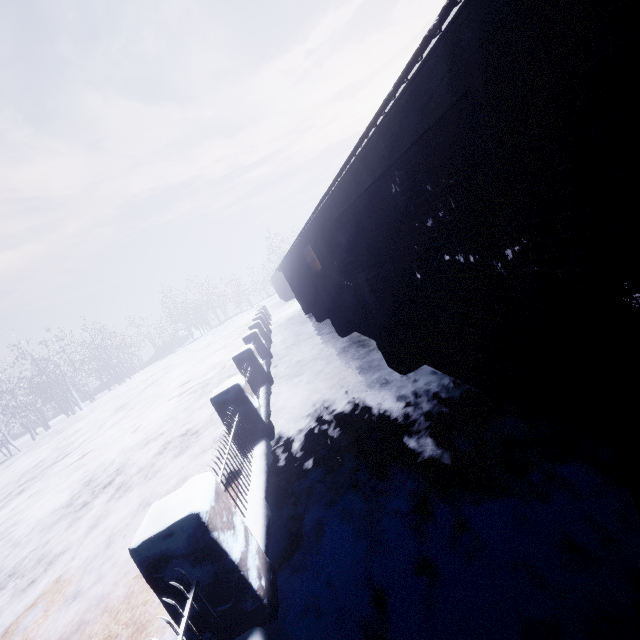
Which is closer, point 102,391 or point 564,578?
point 564,578
